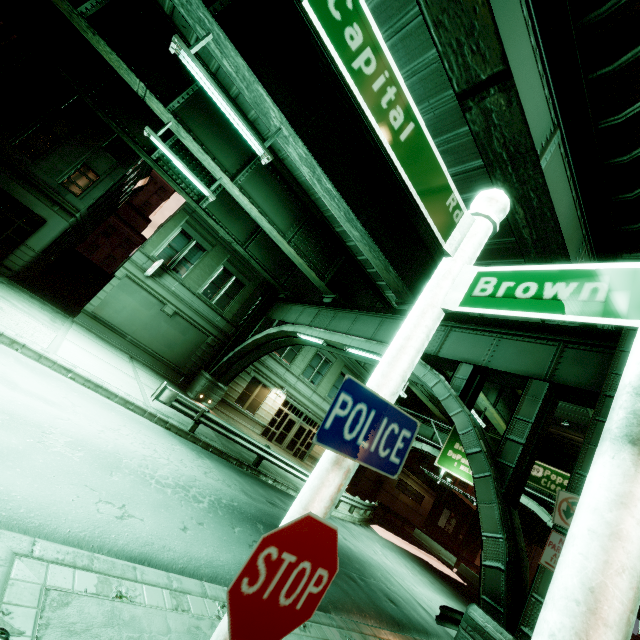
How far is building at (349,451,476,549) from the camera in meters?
33.2

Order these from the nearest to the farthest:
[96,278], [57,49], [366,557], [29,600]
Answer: [29,600], [366,557], [57,49], [96,278]

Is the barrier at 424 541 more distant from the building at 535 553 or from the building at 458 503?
the building at 535 553

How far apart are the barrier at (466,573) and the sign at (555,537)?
26.4m

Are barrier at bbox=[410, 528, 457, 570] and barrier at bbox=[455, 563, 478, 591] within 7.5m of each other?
yes

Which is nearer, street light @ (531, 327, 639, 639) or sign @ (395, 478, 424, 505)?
street light @ (531, 327, 639, 639)

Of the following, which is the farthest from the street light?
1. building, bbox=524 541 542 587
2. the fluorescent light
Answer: building, bbox=524 541 542 587

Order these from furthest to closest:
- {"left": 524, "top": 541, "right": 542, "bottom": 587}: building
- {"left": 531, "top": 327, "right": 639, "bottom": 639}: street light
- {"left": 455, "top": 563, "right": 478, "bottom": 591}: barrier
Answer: {"left": 524, "top": 541, "right": 542, "bottom": 587}: building < {"left": 455, "top": 563, "right": 478, "bottom": 591}: barrier < {"left": 531, "top": 327, "right": 639, "bottom": 639}: street light
